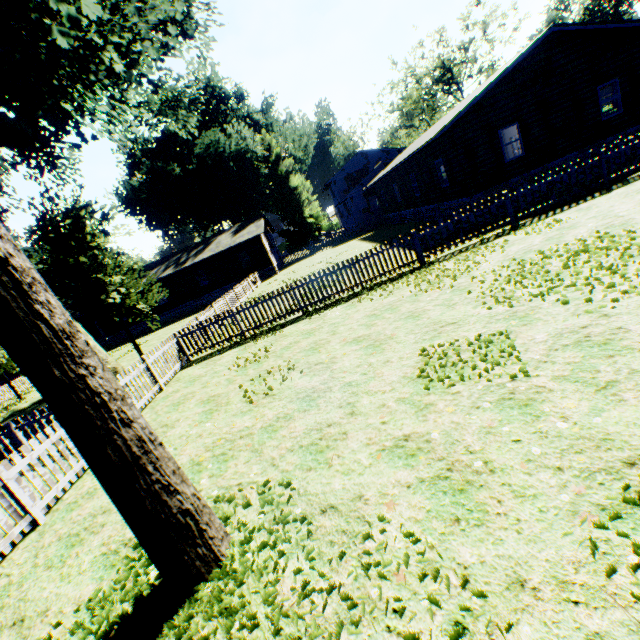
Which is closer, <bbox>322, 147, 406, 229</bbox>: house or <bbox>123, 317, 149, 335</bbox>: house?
<bbox>123, 317, 149, 335</bbox>: house

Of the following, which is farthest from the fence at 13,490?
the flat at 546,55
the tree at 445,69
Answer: the flat at 546,55

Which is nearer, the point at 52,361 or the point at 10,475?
the point at 52,361

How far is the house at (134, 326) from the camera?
34.8m

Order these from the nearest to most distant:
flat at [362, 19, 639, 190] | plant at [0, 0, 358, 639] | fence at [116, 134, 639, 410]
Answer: plant at [0, 0, 358, 639]
fence at [116, 134, 639, 410]
flat at [362, 19, 639, 190]

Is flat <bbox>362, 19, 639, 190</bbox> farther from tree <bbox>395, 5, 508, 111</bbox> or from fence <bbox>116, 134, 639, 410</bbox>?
tree <bbox>395, 5, 508, 111</bbox>

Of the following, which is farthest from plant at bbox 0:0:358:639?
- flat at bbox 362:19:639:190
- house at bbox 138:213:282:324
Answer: flat at bbox 362:19:639:190

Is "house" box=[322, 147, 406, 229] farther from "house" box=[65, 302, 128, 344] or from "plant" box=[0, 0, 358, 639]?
"house" box=[65, 302, 128, 344]
